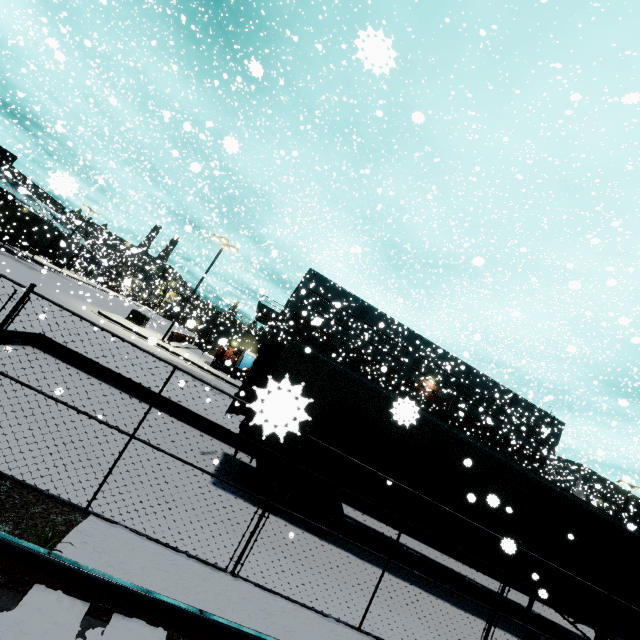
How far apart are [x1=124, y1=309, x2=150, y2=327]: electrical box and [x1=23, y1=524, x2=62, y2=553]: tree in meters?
28.1

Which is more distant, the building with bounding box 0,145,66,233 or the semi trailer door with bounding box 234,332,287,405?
the building with bounding box 0,145,66,233

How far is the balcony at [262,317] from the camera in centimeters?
3406cm

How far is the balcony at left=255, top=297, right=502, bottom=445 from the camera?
34.1m

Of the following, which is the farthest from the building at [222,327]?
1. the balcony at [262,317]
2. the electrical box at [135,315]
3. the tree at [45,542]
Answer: the tree at [45,542]

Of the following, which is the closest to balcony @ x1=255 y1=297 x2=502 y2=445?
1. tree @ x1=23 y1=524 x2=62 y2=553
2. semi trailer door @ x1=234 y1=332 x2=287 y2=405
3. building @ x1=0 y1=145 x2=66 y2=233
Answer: building @ x1=0 y1=145 x2=66 y2=233

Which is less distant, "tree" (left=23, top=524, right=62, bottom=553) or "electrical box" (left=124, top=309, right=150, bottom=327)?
"tree" (left=23, top=524, right=62, bottom=553)

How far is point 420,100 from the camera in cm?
4350
